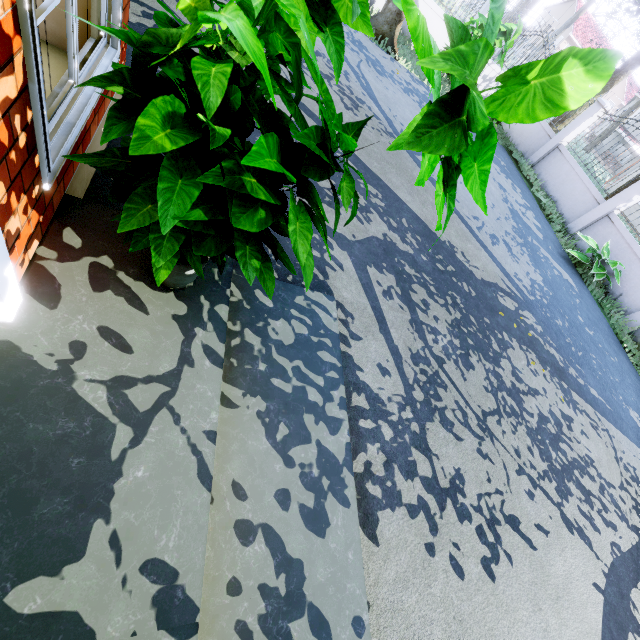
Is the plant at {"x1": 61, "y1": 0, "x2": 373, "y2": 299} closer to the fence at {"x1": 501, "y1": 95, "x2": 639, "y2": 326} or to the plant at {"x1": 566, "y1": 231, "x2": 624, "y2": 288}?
the plant at {"x1": 566, "y1": 231, "x2": 624, "y2": 288}

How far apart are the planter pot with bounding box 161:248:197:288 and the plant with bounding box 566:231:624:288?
9.7m

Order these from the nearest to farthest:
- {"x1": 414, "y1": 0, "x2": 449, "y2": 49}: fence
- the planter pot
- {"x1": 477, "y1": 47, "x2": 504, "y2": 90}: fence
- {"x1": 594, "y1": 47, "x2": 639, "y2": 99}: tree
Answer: the planter pot, {"x1": 414, "y1": 0, "x2": 449, "y2": 49}: fence, {"x1": 594, "y1": 47, "x2": 639, "y2": 99}: tree, {"x1": 477, "y1": 47, "x2": 504, "y2": 90}: fence

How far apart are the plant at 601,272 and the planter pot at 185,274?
9.7 meters

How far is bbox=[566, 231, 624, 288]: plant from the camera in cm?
812

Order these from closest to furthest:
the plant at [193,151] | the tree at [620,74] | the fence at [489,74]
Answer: the plant at [193,151] < the tree at [620,74] < the fence at [489,74]

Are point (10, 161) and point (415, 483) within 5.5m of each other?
yes

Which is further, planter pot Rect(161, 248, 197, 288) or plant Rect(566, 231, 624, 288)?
plant Rect(566, 231, 624, 288)
